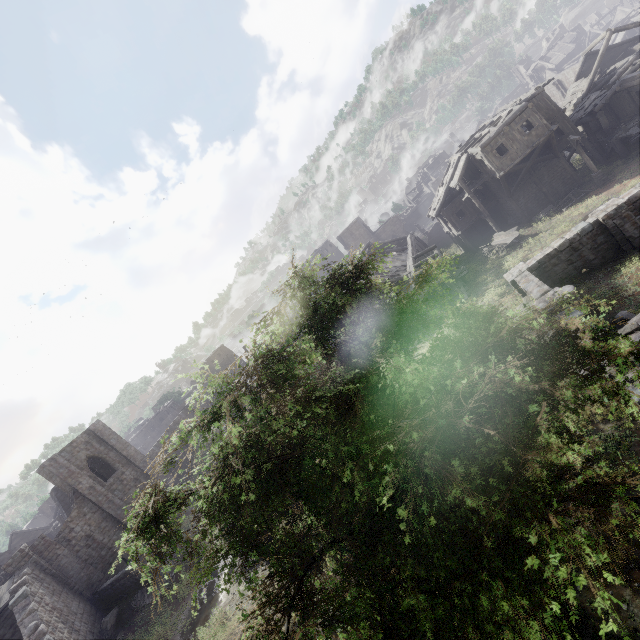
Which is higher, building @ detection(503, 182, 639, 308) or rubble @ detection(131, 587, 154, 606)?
rubble @ detection(131, 587, 154, 606)

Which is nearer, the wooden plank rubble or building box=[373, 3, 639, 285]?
building box=[373, 3, 639, 285]

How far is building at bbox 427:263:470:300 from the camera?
25.5m

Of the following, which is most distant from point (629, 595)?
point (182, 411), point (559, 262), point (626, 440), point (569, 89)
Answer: point (569, 89)

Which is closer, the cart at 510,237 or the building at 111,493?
the building at 111,493

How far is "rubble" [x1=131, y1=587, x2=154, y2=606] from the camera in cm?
2125

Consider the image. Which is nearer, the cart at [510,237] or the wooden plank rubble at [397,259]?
the cart at [510,237]

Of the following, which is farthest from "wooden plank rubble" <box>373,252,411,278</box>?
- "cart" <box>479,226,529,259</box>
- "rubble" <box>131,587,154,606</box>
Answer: "rubble" <box>131,587,154,606</box>
